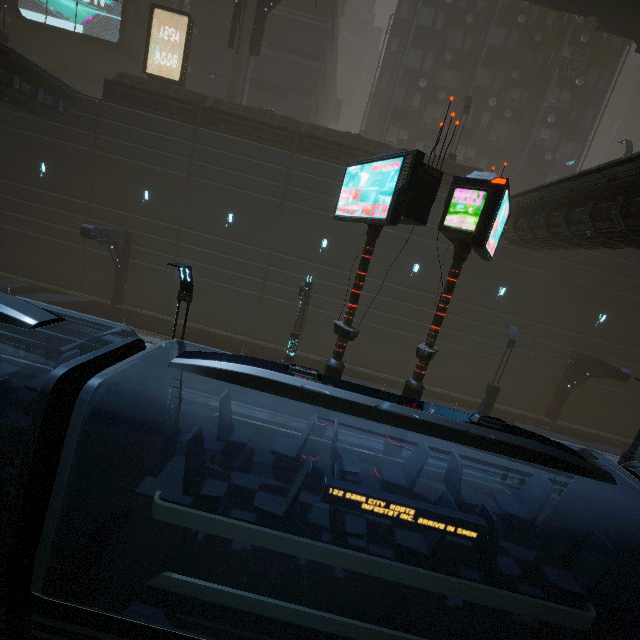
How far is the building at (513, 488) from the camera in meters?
11.2

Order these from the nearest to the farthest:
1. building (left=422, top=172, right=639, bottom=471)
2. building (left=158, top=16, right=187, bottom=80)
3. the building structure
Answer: building (left=422, top=172, right=639, bottom=471)
the building structure
building (left=158, top=16, right=187, bottom=80)

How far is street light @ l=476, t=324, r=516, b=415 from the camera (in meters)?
16.31

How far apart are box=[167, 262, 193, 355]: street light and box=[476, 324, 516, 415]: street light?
14.6 meters

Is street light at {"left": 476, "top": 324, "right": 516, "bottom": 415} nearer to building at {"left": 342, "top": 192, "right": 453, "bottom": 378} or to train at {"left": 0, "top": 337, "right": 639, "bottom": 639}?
building at {"left": 342, "top": 192, "right": 453, "bottom": 378}

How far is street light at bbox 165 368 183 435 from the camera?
9.10m

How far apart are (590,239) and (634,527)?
12.65m

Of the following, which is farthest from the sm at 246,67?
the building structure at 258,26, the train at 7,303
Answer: the train at 7,303
